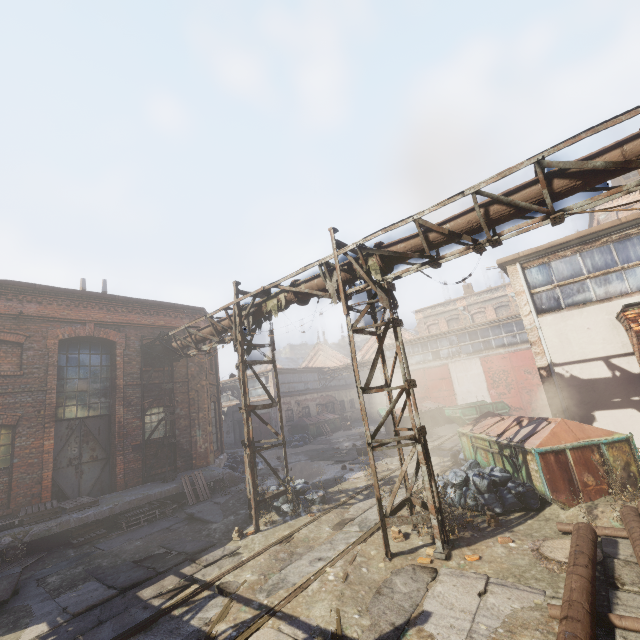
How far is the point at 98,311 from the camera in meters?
12.8 m

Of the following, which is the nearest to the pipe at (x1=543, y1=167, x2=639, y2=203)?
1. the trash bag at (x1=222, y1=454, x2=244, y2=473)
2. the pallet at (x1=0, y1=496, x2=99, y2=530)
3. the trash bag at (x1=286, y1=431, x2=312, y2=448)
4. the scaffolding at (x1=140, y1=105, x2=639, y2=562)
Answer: the scaffolding at (x1=140, y1=105, x2=639, y2=562)

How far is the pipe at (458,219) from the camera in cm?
607

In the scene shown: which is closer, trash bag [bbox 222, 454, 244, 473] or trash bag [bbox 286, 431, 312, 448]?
trash bag [bbox 222, 454, 244, 473]

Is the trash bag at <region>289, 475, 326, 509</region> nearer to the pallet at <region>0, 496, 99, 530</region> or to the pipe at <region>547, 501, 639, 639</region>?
the pallet at <region>0, 496, 99, 530</region>

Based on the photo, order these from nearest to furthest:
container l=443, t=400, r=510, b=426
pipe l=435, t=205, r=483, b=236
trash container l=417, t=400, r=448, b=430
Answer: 1. pipe l=435, t=205, r=483, b=236
2. container l=443, t=400, r=510, b=426
3. trash container l=417, t=400, r=448, b=430

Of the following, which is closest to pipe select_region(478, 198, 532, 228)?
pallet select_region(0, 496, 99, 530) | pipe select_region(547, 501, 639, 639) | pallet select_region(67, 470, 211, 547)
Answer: pipe select_region(547, 501, 639, 639)

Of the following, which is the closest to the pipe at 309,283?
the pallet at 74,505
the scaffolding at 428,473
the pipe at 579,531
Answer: the scaffolding at 428,473
